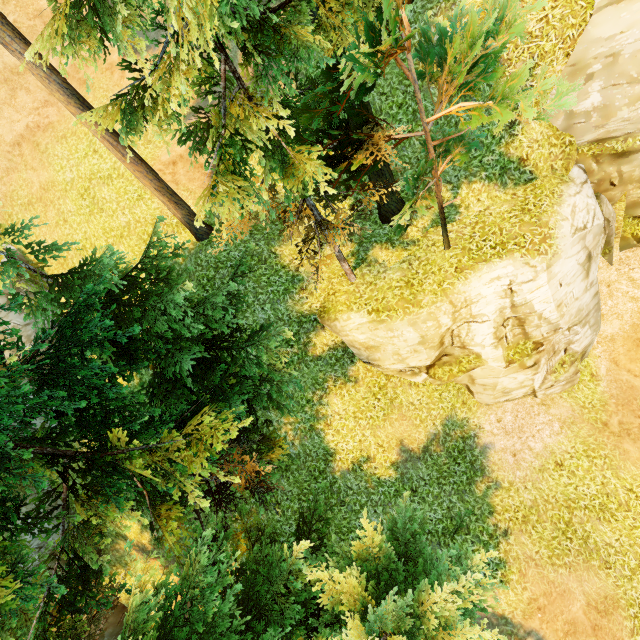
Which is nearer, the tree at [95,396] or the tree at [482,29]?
the tree at [482,29]

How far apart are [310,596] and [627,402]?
13.1 meters

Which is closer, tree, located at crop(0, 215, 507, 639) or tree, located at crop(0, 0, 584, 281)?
tree, located at crop(0, 0, 584, 281)
